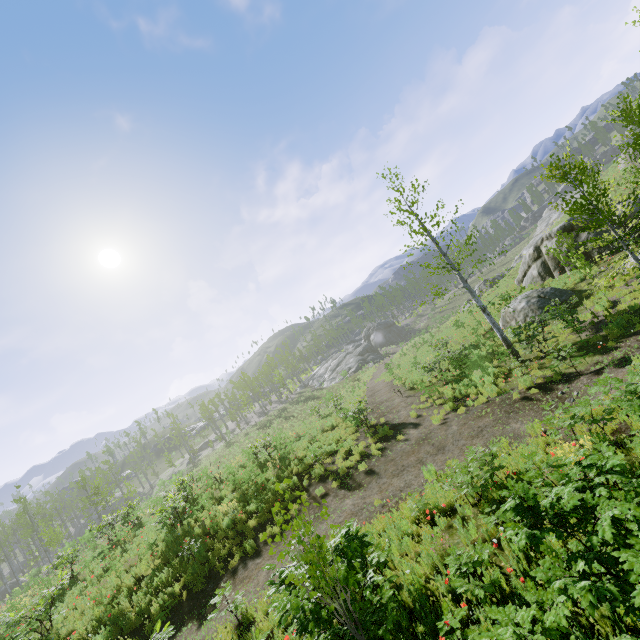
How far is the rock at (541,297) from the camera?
17.22m

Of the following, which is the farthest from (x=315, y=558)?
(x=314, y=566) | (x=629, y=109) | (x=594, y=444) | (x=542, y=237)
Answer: (x=542, y=237)

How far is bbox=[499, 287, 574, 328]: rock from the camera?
17.2 meters
